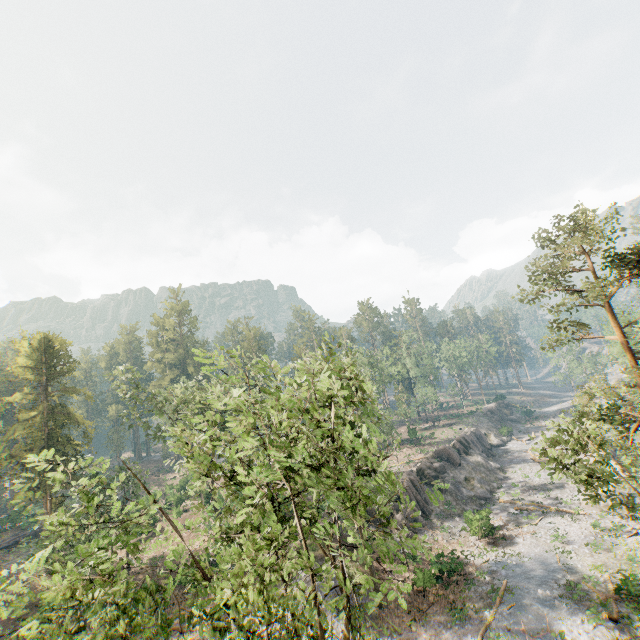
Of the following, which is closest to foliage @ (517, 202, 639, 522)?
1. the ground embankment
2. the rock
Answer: the ground embankment

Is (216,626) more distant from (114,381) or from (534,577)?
(114,381)

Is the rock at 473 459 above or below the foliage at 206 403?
below

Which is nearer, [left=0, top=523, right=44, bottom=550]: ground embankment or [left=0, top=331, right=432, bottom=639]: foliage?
[left=0, top=331, right=432, bottom=639]: foliage

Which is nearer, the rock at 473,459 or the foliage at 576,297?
the foliage at 576,297

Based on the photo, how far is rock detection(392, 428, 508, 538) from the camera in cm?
3594

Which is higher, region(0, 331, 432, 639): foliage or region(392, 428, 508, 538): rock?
region(0, 331, 432, 639): foliage
